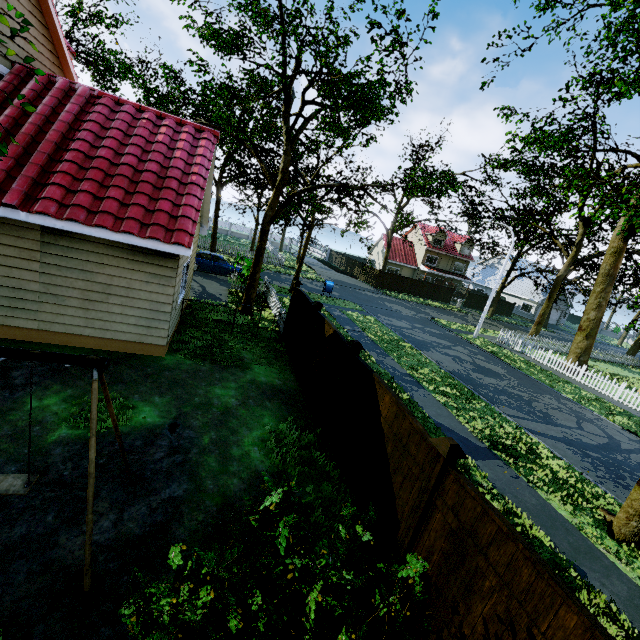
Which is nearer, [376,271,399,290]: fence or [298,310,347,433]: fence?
[298,310,347,433]: fence

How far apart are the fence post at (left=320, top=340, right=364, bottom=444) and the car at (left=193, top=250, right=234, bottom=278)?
17.07m

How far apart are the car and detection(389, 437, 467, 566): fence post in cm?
2018

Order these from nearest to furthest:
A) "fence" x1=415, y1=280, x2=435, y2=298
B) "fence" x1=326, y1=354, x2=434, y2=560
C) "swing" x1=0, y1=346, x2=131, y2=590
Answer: "swing" x1=0, y1=346, x2=131, y2=590
"fence" x1=326, y1=354, x2=434, y2=560
"fence" x1=415, y1=280, x2=435, y2=298

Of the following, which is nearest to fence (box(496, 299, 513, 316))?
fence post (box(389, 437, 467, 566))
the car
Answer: fence post (box(389, 437, 467, 566))

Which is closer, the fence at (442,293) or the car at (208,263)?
the car at (208,263)

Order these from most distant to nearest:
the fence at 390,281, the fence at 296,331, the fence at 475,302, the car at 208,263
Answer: the fence at 475,302 < the fence at 390,281 < the car at 208,263 < the fence at 296,331

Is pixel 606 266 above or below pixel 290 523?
above
